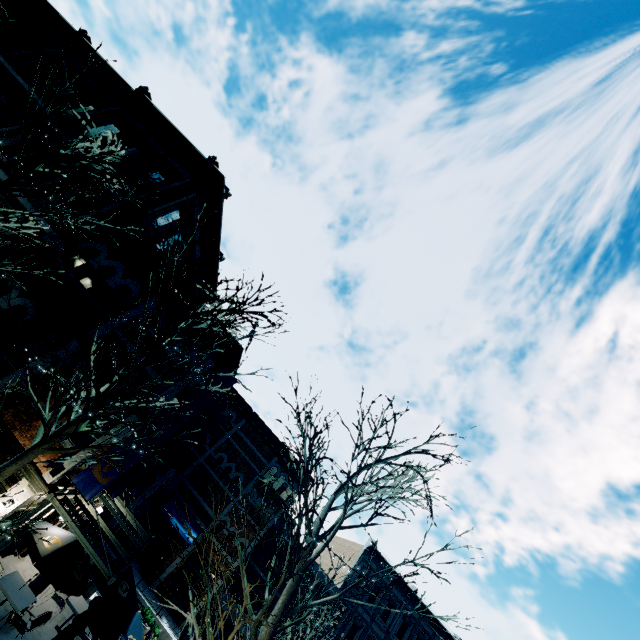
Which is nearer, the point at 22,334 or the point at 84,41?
the point at 22,334

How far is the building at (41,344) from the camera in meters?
9.5

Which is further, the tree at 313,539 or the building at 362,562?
the building at 362,562

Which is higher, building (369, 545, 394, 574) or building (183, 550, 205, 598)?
building (369, 545, 394, 574)

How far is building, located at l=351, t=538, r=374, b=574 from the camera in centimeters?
2738cm

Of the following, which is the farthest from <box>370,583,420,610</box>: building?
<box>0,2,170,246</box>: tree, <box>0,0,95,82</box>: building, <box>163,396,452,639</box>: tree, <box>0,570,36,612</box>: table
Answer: <box>0,2,170,246</box>: tree

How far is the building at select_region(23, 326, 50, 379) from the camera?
9.5m

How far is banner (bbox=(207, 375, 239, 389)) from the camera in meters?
11.0
